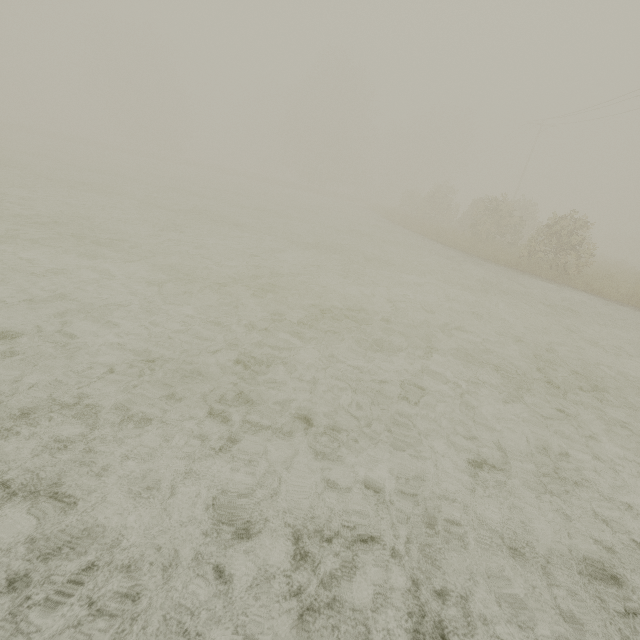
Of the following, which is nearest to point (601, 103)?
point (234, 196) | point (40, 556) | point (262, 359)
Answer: point (234, 196)
